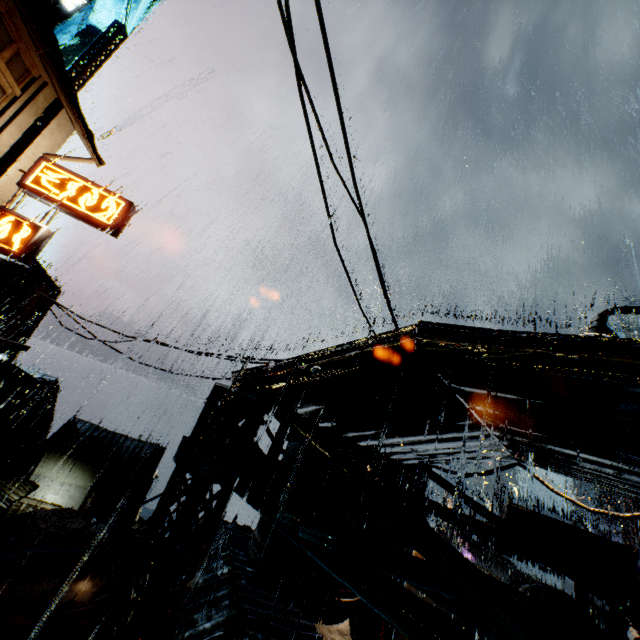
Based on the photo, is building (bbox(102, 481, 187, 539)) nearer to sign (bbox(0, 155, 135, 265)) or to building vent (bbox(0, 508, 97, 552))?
sign (bbox(0, 155, 135, 265))

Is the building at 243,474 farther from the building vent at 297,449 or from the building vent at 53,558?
the building vent at 53,558

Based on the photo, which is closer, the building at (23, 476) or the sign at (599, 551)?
the sign at (599, 551)

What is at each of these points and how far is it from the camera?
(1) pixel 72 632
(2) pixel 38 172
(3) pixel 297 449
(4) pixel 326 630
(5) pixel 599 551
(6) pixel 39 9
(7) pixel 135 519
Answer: (1) building vent, 13.0 meters
(2) sign, 13.4 meters
(3) building vent, 12.1 meters
(4) building, 10.4 meters
(5) sign, 8.1 meters
(6) building, 8.9 meters
(7) building, 25.8 meters

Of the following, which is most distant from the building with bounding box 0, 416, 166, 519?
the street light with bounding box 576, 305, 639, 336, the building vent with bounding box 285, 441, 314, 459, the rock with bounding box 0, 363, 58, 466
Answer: the rock with bounding box 0, 363, 58, 466

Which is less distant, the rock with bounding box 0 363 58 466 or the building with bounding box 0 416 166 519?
the building with bounding box 0 416 166 519

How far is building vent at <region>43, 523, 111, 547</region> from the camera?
13.8 meters

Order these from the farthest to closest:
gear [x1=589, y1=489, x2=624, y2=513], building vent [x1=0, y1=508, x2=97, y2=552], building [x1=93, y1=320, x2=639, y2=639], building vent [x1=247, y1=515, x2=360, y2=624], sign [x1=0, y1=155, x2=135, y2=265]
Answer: gear [x1=589, y1=489, x2=624, y2=513] → building vent [x1=0, y1=508, x2=97, y2=552] → sign [x1=0, y1=155, x2=135, y2=265] → building vent [x1=247, y1=515, x2=360, y2=624] → building [x1=93, y1=320, x2=639, y2=639]
